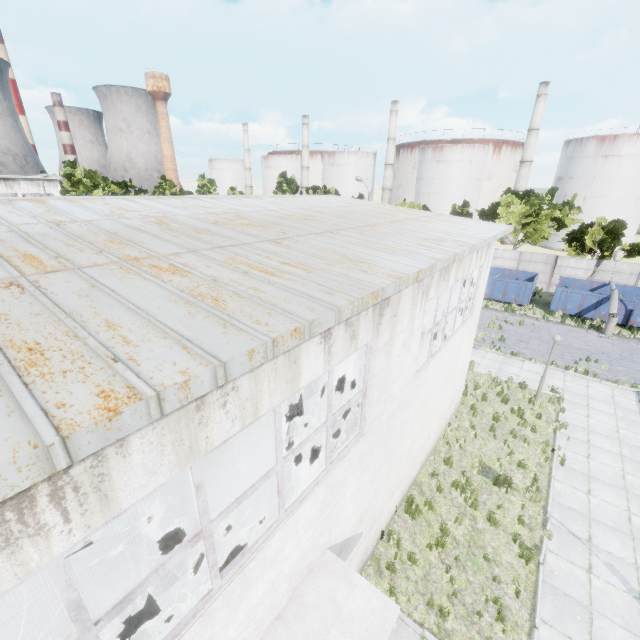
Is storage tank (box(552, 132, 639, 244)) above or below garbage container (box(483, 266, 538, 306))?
above

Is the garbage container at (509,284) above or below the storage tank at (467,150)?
below

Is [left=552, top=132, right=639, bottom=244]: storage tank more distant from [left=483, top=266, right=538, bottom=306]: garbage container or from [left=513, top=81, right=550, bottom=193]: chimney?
[left=483, top=266, right=538, bottom=306]: garbage container

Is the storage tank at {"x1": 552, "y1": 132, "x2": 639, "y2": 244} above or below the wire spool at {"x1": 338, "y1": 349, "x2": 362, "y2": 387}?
above

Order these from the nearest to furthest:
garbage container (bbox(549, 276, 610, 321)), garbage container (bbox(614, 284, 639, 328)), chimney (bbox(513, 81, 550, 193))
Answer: garbage container (bbox(614, 284, 639, 328)) → garbage container (bbox(549, 276, 610, 321)) → chimney (bbox(513, 81, 550, 193))

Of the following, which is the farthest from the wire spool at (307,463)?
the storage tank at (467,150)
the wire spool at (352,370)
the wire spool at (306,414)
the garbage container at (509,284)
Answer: the storage tank at (467,150)

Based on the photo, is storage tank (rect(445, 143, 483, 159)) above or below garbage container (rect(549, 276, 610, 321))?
above

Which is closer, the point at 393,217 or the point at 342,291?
the point at 342,291
